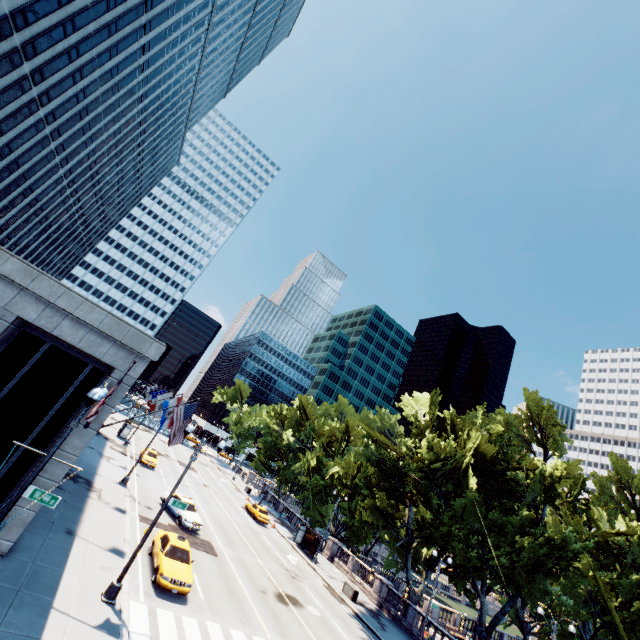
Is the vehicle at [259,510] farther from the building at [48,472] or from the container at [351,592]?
the building at [48,472]

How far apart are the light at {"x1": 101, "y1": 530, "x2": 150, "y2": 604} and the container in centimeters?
2303cm

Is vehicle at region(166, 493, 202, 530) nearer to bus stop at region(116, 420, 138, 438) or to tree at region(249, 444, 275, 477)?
tree at region(249, 444, 275, 477)

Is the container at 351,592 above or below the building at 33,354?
below

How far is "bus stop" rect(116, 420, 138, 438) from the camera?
44.84m

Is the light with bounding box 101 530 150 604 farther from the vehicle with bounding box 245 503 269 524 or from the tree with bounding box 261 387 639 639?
the vehicle with bounding box 245 503 269 524

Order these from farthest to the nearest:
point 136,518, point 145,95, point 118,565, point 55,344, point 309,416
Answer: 1. point 309,416
2. point 145,95
3. point 136,518
4. point 118,565
5. point 55,344

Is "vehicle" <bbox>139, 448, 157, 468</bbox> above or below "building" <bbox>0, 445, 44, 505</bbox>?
below
